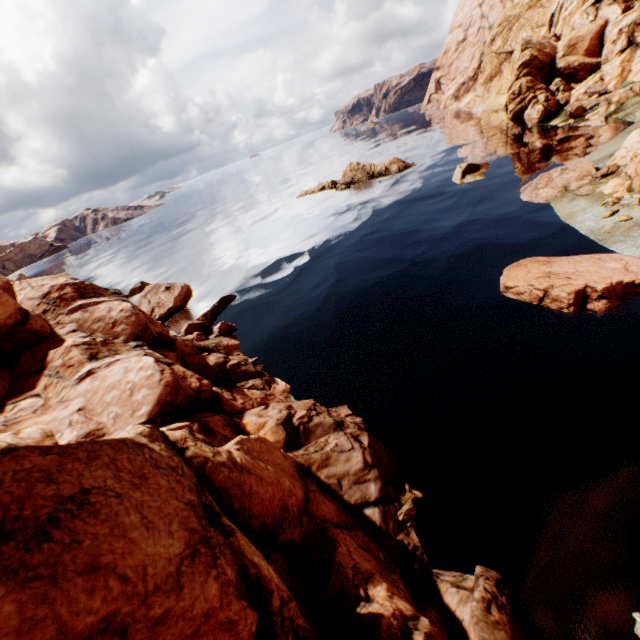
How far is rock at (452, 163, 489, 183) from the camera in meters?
27.6 m

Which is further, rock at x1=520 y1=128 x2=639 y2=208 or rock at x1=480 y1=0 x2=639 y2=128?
rock at x1=480 y1=0 x2=639 y2=128

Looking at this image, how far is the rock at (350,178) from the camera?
40.2m

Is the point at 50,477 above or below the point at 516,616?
above

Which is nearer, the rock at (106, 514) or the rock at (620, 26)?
the rock at (106, 514)

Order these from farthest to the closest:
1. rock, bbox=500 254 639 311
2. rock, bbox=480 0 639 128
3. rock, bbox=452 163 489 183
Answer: rock, bbox=480 0 639 128 → rock, bbox=452 163 489 183 → rock, bbox=500 254 639 311
